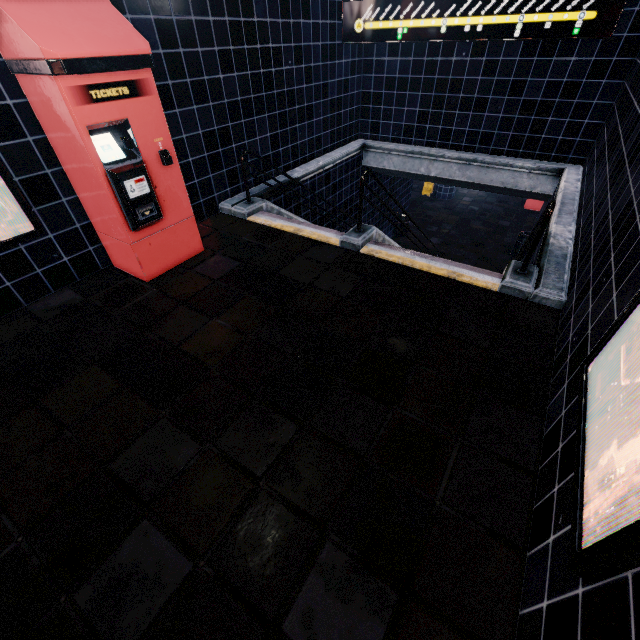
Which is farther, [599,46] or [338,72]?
[338,72]
